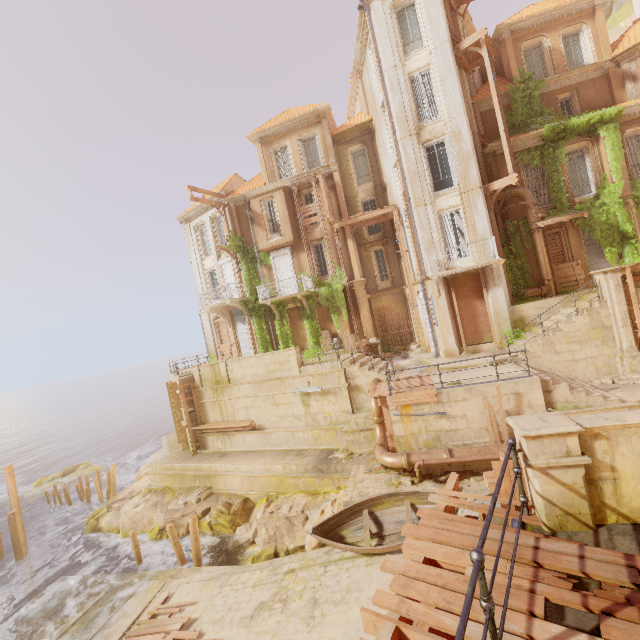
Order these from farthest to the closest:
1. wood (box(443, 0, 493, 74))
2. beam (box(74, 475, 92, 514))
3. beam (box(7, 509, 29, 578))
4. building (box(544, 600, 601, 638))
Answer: beam (box(74, 475, 92, 514)), beam (box(7, 509, 29, 578)), wood (box(443, 0, 493, 74)), building (box(544, 600, 601, 638))

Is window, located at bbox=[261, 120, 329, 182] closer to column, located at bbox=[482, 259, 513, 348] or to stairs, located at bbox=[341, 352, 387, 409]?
column, located at bbox=[482, 259, 513, 348]

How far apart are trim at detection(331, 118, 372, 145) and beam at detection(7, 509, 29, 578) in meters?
30.9

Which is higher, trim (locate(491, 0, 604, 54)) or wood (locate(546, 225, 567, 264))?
trim (locate(491, 0, 604, 54))

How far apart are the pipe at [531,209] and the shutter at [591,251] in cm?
227

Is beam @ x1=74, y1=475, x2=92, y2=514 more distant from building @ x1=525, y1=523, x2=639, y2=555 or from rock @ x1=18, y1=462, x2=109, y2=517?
building @ x1=525, y1=523, x2=639, y2=555

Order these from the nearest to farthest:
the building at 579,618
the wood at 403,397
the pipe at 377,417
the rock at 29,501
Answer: the building at 579,618 → the pipe at 377,417 → the wood at 403,397 → the rock at 29,501

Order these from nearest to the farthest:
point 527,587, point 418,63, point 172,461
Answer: point 527,587, point 418,63, point 172,461
